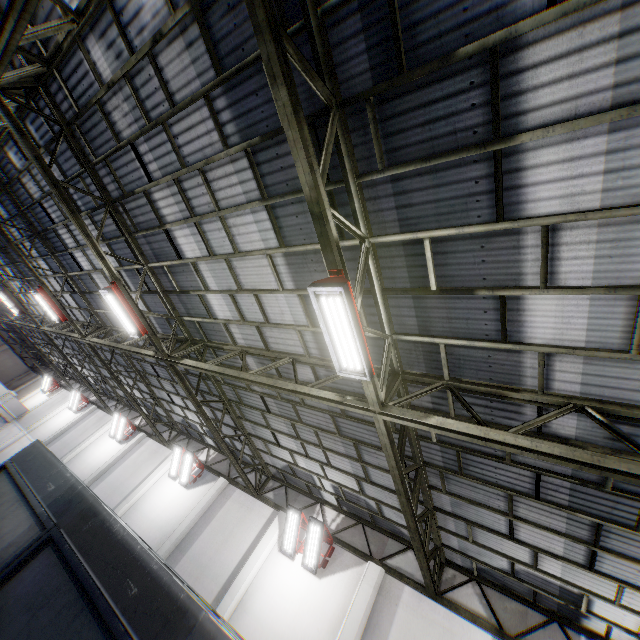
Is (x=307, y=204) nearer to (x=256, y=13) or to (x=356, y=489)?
(x=256, y=13)

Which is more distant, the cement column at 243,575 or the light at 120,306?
the cement column at 243,575

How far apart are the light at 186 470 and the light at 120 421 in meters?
6.6

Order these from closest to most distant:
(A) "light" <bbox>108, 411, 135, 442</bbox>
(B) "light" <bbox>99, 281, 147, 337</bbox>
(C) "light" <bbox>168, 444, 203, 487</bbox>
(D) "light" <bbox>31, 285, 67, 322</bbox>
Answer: (B) "light" <bbox>99, 281, 147, 337</bbox> → (D) "light" <bbox>31, 285, 67, 322</bbox> → (C) "light" <bbox>168, 444, 203, 487</bbox> → (A) "light" <bbox>108, 411, 135, 442</bbox>

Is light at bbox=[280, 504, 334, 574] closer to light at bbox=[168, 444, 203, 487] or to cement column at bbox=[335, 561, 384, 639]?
cement column at bbox=[335, 561, 384, 639]

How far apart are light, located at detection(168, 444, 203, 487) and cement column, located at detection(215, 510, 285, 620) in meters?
5.1

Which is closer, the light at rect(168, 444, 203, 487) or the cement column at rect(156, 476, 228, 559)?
the cement column at rect(156, 476, 228, 559)

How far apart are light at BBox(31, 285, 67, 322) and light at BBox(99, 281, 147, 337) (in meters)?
6.97
